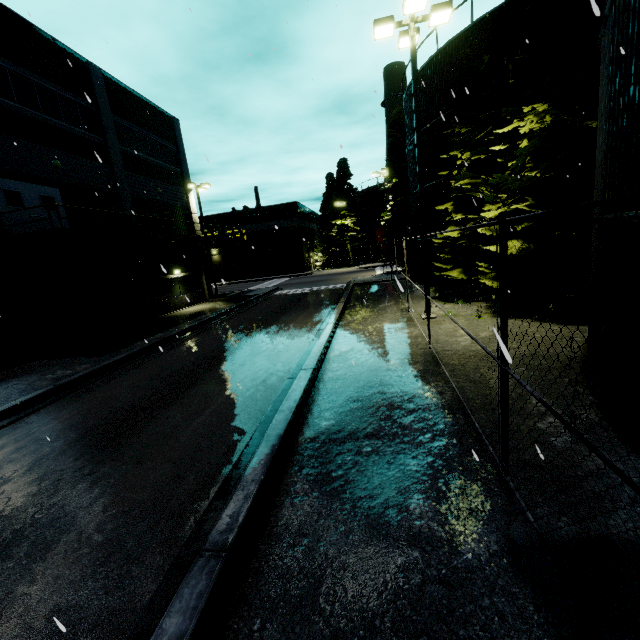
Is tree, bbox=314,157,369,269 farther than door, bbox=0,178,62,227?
Yes

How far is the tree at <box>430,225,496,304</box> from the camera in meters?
12.3

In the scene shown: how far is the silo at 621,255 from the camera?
4.4m

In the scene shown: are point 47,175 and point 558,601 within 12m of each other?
no

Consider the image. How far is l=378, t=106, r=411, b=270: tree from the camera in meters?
28.7

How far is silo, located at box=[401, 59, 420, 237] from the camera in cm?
1973

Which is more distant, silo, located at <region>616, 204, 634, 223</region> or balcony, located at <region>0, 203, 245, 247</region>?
balcony, located at <region>0, 203, 245, 247</region>

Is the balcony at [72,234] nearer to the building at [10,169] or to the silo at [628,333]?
the building at [10,169]
